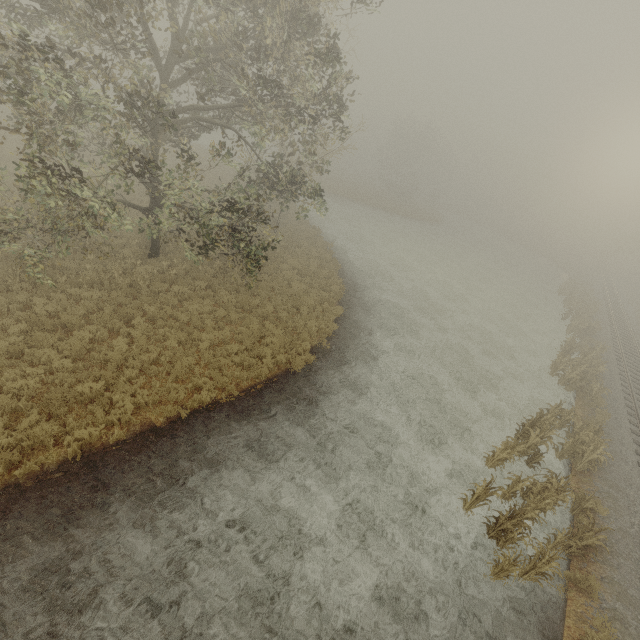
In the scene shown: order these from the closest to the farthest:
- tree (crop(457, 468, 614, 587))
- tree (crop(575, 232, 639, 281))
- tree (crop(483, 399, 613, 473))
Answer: tree (crop(457, 468, 614, 587)), tree (crop(483, 399, 613, 473)), tree (crop(575, 232, 639, 281))

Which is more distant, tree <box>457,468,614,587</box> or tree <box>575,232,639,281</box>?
tree <box>575,232,639,281</box>

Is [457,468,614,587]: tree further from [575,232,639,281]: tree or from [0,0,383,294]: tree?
[575,232,639,281]: tree

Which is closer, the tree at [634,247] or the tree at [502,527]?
the tree at [502,527]

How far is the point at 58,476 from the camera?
7.6m

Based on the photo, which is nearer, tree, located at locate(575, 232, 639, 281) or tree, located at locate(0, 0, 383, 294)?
tree, located at locate(0, 0, 383, 294)

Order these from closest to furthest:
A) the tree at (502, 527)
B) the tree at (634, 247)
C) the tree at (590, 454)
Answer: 1. the tree at (502, 527)
2. the tree at (590, 454)
3. the tree at (634, 247)

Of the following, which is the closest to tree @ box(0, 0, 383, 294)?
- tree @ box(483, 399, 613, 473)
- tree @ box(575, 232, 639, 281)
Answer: tree @ box(483, 399, 613, 473)
